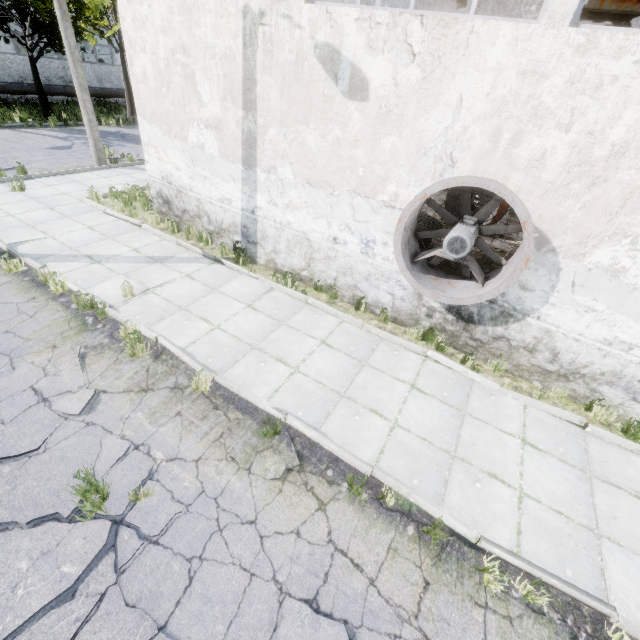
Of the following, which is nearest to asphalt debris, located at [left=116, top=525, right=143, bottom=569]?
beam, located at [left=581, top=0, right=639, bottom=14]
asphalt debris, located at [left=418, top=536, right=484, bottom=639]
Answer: asphalt debris, located at [left=418, top=536, right=484, bottom=639]

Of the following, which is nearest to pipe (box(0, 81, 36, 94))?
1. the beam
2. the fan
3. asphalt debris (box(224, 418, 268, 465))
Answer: the beam

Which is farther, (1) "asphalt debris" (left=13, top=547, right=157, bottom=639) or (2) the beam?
(2) the beam

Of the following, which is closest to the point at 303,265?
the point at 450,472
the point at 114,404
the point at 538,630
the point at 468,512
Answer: the point at 114,404

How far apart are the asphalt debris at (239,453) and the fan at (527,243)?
3.8m

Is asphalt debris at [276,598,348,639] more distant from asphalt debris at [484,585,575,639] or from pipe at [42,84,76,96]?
pipe at [42,84,76,96]

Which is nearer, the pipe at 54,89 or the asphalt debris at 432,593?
the asphalt debris at 432,593

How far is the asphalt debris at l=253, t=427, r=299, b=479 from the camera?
4.4 meters
